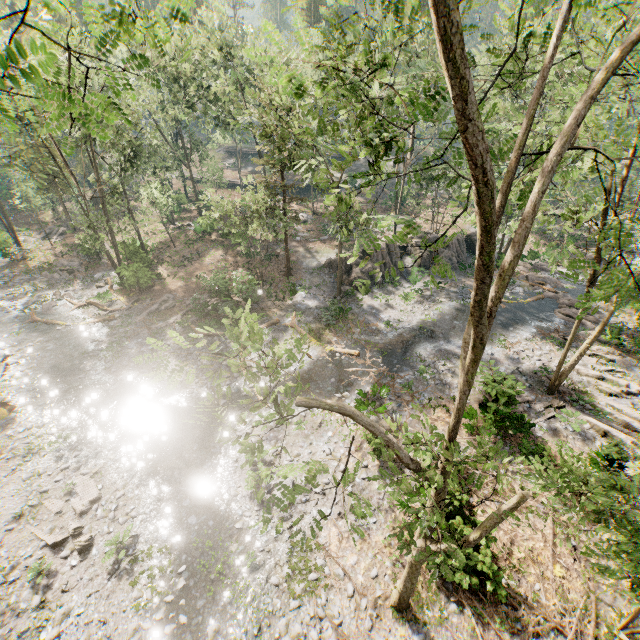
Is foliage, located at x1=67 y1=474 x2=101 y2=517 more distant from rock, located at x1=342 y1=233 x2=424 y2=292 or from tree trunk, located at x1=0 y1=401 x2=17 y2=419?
tree trunk, located at x1=0 y1=401 x2=17 y2=419

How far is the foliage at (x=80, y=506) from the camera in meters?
13.5 m

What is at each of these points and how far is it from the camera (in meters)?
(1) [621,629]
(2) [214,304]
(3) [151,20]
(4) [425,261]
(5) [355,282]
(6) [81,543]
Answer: (1) foliage, 10.59
(2) foliage, 25.34
(3) foliage, 4.91
(4) rock, 32.31
(5) rock, 29.36
(6) foliage, 12.36

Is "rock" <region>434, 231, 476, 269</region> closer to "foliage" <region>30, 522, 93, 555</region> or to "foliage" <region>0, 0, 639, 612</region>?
"foliage" <region>0, 0, 639, 612</region>

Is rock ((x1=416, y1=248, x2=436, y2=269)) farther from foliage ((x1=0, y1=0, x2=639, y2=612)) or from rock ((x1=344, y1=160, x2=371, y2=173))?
rock ((x1=344, y1=160, x2=371, y2=173))

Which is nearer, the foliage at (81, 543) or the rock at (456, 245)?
the foliage at (81, 543)

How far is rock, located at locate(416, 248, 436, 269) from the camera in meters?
32.2
